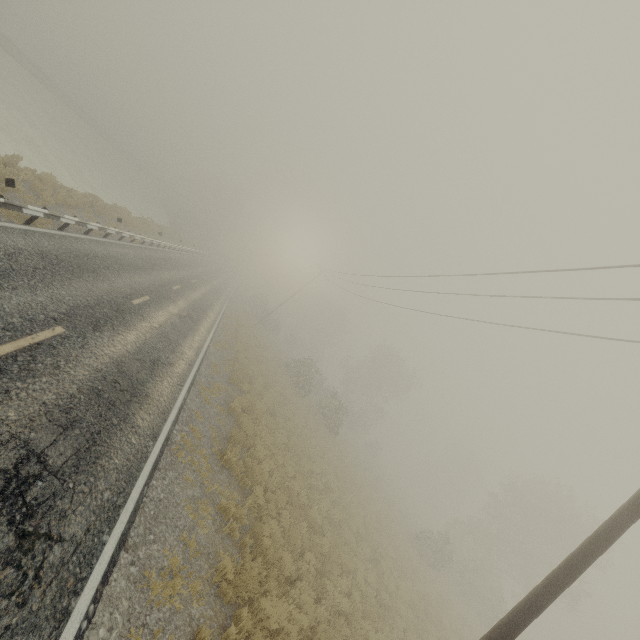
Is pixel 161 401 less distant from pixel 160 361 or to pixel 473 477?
pixel 160 361
